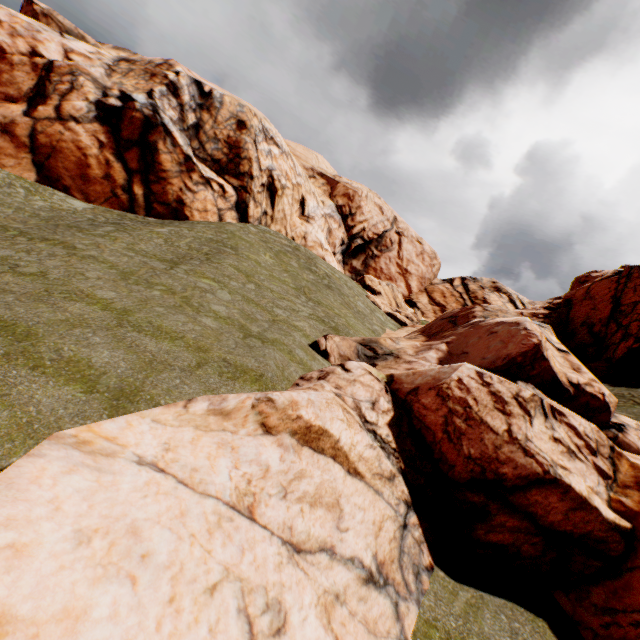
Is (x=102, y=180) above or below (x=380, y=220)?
below
